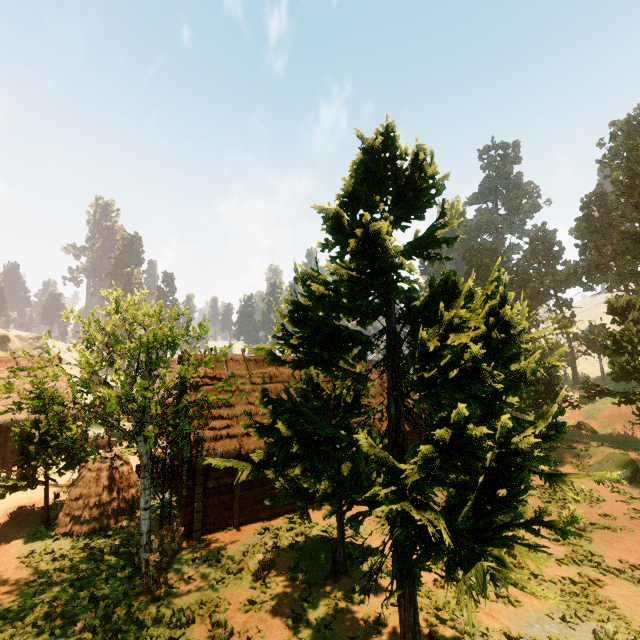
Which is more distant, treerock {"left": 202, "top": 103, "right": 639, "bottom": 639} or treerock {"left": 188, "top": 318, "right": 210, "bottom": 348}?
treerock {"left": 188, "top": 318, "right": 210, "bottom": 348}

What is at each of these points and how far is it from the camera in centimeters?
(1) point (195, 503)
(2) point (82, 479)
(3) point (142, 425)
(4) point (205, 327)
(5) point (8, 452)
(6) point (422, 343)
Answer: (1) building, 1364cm
(2) hay bale, 1520cm
(3) treerock, 1124cm
(4) treerock, 1154cm
(5) building, 2266cm
(6) treerock, 502cm

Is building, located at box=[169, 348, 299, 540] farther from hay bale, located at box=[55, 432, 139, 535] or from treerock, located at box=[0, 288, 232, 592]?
hay bale, located at box=[55, 432, 139, 535]

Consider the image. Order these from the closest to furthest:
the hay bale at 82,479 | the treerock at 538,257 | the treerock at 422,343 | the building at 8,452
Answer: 1. the treerock at 422,343
2. the hay bale at 82,479
3. the building at 8,452
4. the treerock at 538,257

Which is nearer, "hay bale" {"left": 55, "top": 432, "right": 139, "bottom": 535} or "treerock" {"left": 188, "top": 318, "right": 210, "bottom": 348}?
"treerock" {"left": 188, "top": 318, "right": 210, "bottom": 348}

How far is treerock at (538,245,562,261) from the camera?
58.8 meters

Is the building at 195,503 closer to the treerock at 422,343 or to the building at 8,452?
the treerock at 422,343

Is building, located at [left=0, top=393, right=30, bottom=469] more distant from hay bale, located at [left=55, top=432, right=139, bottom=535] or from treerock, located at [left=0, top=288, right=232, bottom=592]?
hay bale, located at [left=55, top=432, right=139, bottom=535]
